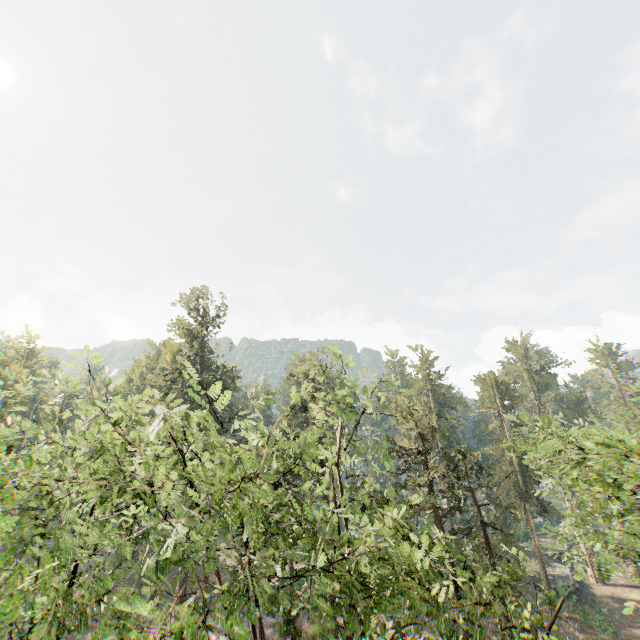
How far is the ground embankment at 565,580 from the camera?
35.7 meters

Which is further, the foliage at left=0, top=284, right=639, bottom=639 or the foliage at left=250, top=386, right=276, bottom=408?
the foliage at left=250, top=386, right=276, bottom=408

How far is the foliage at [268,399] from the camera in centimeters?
737cm

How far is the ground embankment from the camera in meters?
35.7

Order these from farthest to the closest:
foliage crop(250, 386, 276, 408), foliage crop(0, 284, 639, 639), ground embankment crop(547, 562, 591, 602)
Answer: ground embankment crop(547, 562, 591, 602)
foliage crop(250, 386, 276, 408)
foliage crop(0, 284, 639, 639)

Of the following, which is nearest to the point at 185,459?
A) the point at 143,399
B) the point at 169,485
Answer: the point at 143,399

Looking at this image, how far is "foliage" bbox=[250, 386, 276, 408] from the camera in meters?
7.4 m

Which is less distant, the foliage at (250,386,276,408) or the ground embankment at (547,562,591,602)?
the foliage at (250,386,276,408)
